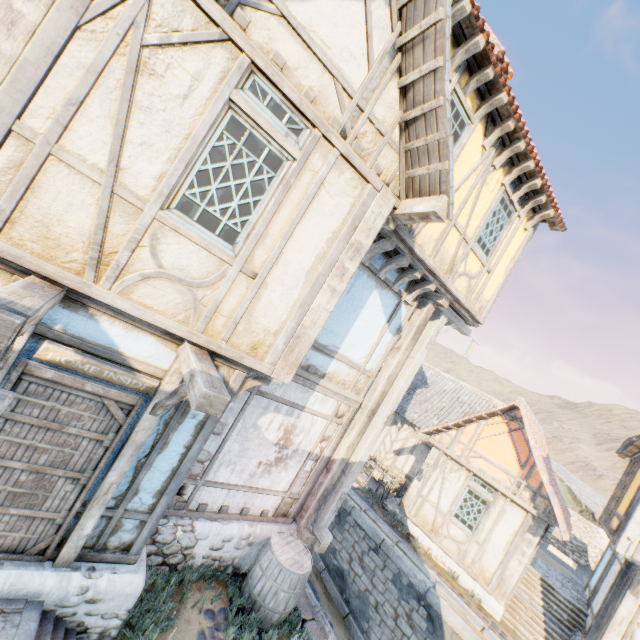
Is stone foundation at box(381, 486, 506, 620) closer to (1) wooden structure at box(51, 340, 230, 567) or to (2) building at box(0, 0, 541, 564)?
(2) building at box(0, 0, 541, 564)

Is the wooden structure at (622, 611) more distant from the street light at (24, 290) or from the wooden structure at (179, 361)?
the street light at (24, 290)

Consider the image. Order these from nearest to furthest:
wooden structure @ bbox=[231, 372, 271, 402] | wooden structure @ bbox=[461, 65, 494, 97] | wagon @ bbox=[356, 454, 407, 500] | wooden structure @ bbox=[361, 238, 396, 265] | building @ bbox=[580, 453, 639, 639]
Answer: wooden structure @ bbox=[231, 372, 271, 402], wooden structure @ bbox=[461, 65, 494, 97], wooden structure @ bbox=[361, 238, 396, 265], building @ bbox=[580, 453, 639, 639], wagon @ bbox=[356, 454, 407, 500]

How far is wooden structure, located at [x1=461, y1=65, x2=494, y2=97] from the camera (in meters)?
5.11

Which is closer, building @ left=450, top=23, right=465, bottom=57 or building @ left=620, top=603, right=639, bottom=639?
building @ left=450, top=23, right=465, bottom=57

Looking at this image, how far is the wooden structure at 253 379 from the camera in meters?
4.4

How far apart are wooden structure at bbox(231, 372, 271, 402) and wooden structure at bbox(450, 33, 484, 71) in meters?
5.6 m

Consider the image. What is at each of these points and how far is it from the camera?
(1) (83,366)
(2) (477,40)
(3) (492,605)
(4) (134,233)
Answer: (1) sign, 3.3 meters
(2) wooden structure, 4.7 meters
(3) stone foundation, 10.0 meters
(4) building, 3.2 meters
